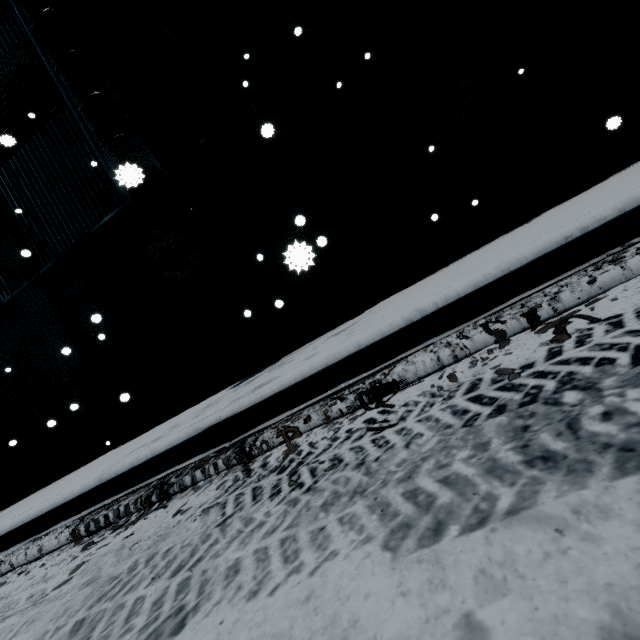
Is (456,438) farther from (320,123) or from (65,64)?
(65,64)
